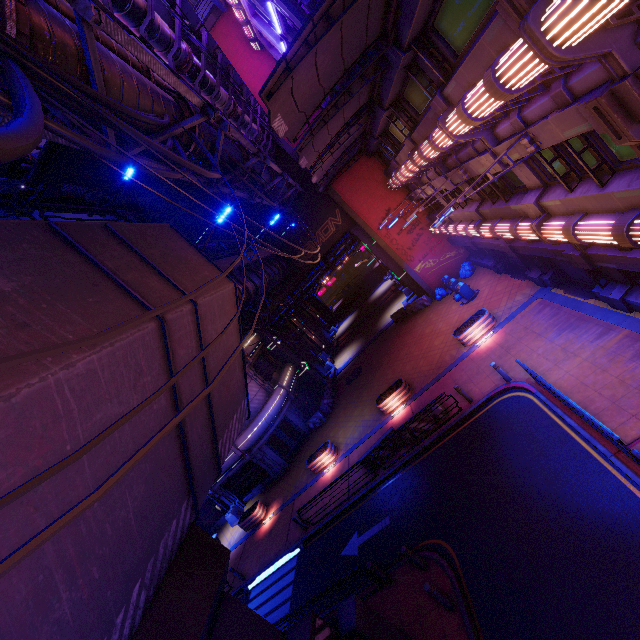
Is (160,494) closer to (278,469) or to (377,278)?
(278,469)

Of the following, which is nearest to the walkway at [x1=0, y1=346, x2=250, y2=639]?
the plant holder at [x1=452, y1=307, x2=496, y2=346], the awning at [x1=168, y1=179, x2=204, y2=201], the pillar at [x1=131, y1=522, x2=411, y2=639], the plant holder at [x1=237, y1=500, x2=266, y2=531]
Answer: the pillar at [x1=131, y1=522, x2=411, y2=639]

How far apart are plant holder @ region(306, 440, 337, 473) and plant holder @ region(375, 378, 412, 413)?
4.1m

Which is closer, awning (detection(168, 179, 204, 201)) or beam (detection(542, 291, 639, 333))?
beam (detection(542, 291, 639, 333))

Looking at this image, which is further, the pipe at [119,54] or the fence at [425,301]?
the fence at [425,301]

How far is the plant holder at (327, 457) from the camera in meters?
20.4 m

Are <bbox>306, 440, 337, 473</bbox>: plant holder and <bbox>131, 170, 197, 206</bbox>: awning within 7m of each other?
no

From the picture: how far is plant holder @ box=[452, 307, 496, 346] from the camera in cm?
1727
